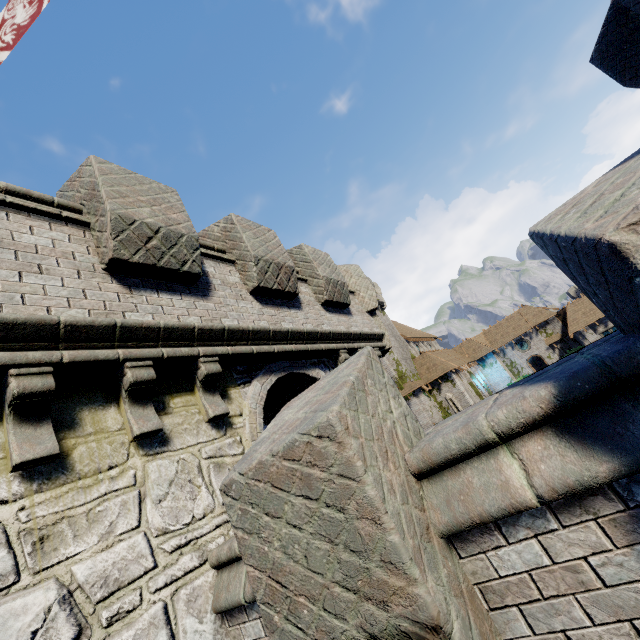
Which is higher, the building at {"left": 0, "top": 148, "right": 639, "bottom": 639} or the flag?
the flag

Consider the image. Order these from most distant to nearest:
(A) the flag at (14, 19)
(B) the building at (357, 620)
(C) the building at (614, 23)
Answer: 1. (C) the building at (614, 23)
2. (A) the flag at (14, 19)
3. (B) the building at (357, 620)

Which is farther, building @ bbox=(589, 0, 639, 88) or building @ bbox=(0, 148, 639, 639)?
building @ bbox=(589, 0, 639, 88)

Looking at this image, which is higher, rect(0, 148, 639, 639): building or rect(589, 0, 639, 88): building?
rect(589, 0, 639, 88): building

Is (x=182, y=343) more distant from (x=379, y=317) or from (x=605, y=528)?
(x=379, y=317)

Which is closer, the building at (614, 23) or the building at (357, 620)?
the building at (357, 620)

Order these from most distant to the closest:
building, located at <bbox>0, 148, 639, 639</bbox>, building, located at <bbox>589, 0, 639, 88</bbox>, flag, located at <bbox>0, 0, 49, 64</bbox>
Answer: building, located at <bbox>589, 0, 639, 88</bbox> → flag, located at <bbox>0, 0, 49, 64</bbox> → building, located at <bbox>0, 148, 639, 639</bbox>

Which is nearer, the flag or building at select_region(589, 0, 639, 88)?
the flag
